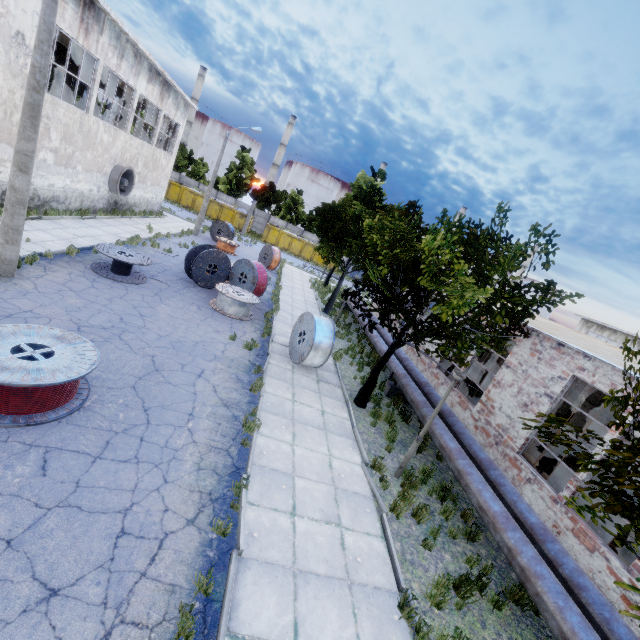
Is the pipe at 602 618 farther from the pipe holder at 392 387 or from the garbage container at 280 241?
the garbage container at 280 241

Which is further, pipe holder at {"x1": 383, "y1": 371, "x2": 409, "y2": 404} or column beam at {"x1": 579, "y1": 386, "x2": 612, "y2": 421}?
pipe holder at {"x1": 383, "y1": 371, "x2": 409, "y2": 404}

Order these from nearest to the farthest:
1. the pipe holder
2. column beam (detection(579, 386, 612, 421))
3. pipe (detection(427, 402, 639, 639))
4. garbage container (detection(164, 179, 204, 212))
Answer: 1. pipe (detection(427, 402, 639, 639))
2. column beam (detection(579, 386, 612, 421))
3. the pipe holder
4. garbage container (detection(164, 179, 204, 212))

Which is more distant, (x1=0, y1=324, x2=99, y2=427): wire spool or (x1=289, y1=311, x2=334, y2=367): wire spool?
(x1=289, y1=311, x2=334, y2=367): wire spool

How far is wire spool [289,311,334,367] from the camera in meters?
11.7 m

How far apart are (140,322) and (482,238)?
10.54m

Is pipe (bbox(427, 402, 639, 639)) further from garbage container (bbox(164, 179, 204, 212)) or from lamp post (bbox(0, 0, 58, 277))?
garbage container (bbox(164, 179, 204, 212))

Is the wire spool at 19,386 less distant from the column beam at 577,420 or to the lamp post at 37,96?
the lamp post at 37,96
